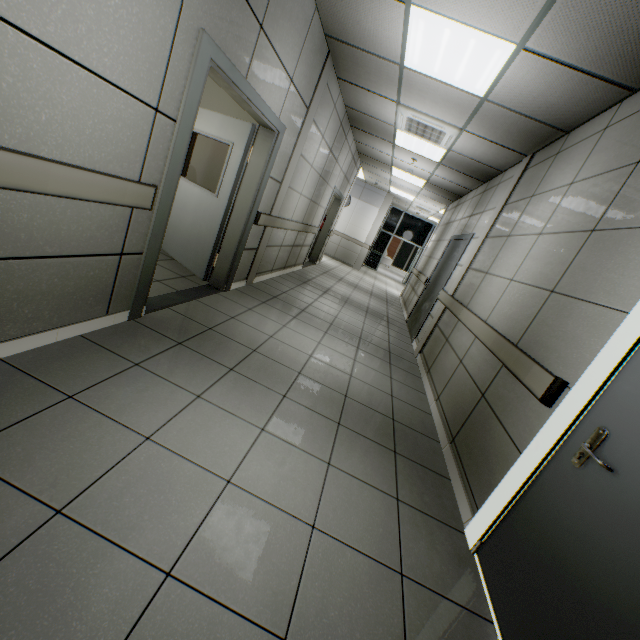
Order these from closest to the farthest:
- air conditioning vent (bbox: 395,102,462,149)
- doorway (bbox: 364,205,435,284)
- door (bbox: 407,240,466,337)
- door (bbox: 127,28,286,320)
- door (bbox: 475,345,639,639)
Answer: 1. door (bbox: 475,345,639,639)
2. door (bbox: 127,28,286,320)
3. air conditioning vent (bbox: 395,102,462,149)
4. door (bbox: 407,240,466,337)
5. doorway (bbox: 364,205,435,284)

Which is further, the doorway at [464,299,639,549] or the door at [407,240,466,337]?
the door at [407,240,466,337]

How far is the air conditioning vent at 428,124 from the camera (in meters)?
4.59

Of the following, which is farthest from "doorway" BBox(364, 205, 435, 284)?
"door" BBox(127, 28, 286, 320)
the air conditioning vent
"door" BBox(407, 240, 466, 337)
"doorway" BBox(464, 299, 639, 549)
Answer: "doorway" BBox(464, 299, 639, 549)

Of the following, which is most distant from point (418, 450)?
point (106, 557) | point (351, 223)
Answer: point (351, 223)

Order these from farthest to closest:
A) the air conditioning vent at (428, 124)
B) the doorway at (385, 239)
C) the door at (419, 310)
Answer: the doorway at (385, 239), the door at (419, 310), the air conditioning vent at (428, 124)

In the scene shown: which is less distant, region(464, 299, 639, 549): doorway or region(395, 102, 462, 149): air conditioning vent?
region(464, 299, 639, 549): doorway

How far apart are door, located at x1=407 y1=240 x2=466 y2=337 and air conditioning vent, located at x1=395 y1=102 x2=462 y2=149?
1.6 meters
